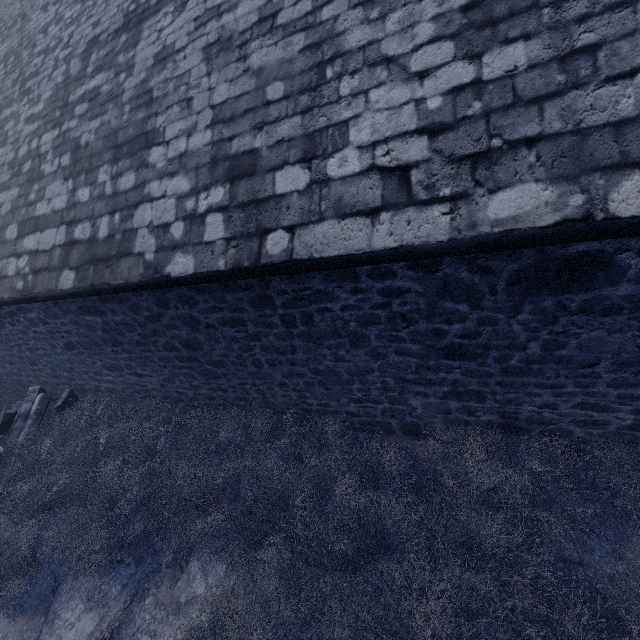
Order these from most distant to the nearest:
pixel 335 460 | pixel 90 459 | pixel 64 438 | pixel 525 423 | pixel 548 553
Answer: pixel 64 438 → pixel 90 459 → pixel 335 460 → pixel 525 423 → pixel 548 553
